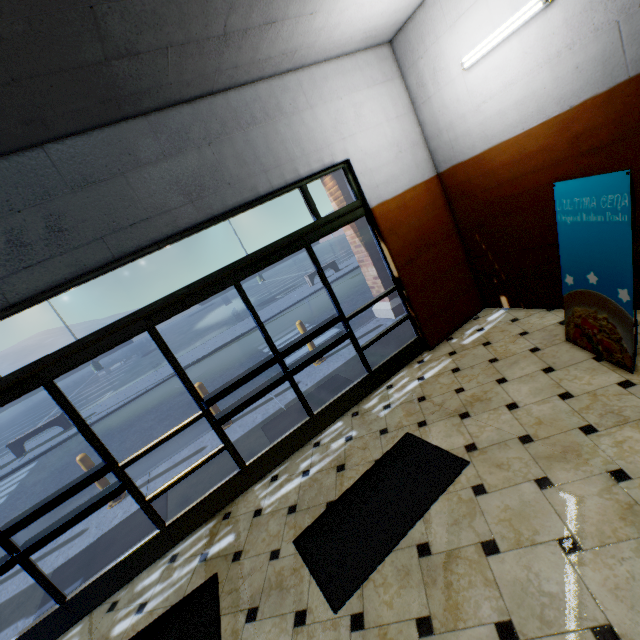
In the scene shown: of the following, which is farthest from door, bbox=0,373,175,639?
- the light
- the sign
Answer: the light

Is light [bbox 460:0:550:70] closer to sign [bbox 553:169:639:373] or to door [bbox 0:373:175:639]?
sign [bbox 553:169:639:373]

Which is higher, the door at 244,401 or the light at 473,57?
the light at 473,57

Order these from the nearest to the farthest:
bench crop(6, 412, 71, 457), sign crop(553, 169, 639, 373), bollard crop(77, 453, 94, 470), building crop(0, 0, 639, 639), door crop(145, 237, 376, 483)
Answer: building crop(0, 0, 639, 639)
sign crop(553, 169, 639, 373)
door crop(145, 237, 376, 483)
bollard crop(77, 453, 94, 470)
bench crop(6, 412, 71, 457)

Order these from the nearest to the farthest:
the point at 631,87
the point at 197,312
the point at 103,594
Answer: the point at 631,87 < the point at 103,594 < the point at 197,312

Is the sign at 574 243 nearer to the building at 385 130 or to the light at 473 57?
the building at 385 130

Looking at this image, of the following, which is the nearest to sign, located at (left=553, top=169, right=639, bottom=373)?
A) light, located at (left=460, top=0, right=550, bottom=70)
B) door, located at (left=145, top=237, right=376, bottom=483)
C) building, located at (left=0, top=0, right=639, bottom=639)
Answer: building, located at (left=0, top=0, right=639, bottom=639)

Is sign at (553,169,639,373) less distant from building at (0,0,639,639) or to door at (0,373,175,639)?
building at (0,0,639,639)
